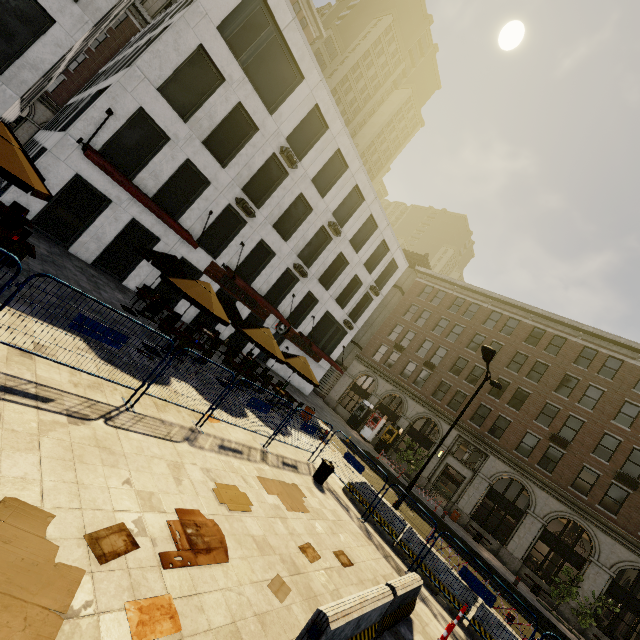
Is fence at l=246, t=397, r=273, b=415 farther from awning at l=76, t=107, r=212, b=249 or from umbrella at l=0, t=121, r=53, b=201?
awning at l=76, t=107, r=212, b=249

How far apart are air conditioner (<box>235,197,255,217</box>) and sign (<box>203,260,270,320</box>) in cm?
317

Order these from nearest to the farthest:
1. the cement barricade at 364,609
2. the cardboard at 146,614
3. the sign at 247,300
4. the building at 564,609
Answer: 1. the cardboard at 146,614
2. the cement barricade at 364,609
3. the sign at 247,300
4. the building at 564,609

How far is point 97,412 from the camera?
5.8m

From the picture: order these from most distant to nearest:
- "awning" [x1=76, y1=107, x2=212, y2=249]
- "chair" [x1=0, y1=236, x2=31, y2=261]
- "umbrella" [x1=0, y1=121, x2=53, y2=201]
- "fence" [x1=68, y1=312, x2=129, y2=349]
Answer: "awning" [x1=76, y1=107, x2=212, y2=249] < "chair" [x1=0, y1=236, x2=31, y2=261] < "umbrella" [x1=0, y1=121, x2=53, y2=201] < "fence" [x1=68, y1=312, x2=129, y2=349]

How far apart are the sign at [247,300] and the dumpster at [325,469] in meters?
12.6

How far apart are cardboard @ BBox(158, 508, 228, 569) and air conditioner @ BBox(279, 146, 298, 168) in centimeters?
1829cm

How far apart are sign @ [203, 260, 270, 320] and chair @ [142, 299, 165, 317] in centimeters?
552cm
